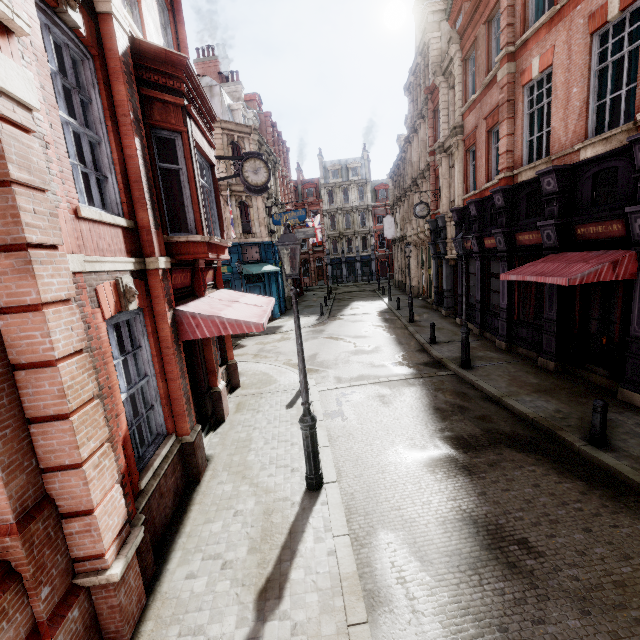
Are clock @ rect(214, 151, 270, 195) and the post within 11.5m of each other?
yes

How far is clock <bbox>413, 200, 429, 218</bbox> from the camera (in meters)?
19.46

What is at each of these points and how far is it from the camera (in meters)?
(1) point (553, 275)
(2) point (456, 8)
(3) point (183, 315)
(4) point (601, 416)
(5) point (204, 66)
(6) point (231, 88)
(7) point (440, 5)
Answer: (1) awning, 8.33
(2) roof window, 17.11
(3) awning, 6.34
(4) post, 6.31
(5) chimney, 29.22
(6) chimney, 28.61
(7) roof window, 21.89

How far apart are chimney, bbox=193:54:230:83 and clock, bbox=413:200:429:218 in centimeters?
2183cm

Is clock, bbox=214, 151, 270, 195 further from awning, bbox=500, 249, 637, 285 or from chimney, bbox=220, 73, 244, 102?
chimney, bbox=220, 73, 244, 102

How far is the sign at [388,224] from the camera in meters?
34.1

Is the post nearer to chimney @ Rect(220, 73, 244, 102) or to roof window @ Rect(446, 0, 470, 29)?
roof window @ Rect(446, 0, 470, 29)

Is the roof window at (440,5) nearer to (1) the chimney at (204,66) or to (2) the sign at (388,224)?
(2) the sign at (388,224)
